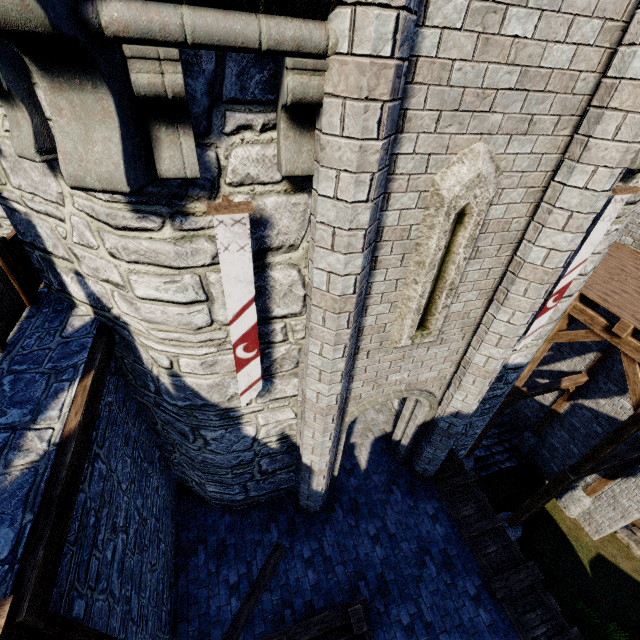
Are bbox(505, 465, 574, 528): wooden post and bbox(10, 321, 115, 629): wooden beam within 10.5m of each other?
no

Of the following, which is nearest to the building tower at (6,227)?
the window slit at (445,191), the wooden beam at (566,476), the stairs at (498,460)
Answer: the window slit at (445,191)

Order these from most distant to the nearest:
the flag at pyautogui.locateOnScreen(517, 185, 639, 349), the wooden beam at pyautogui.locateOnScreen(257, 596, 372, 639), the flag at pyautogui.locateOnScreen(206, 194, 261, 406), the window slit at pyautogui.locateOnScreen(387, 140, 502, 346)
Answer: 1. the wooden beam at pyautogui.locateOnScreen(257, 596, 372, 639)
2. the flag at pyautogui.locateOnScreen(517, 185, 639, 349)
3. the window slit at pyautogui.locateOnScreen(387, 140, 502, 346)
4. the flag at pyautogui.locateOnScreen(206, 194, 261, 406)

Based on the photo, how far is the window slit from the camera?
3.41m

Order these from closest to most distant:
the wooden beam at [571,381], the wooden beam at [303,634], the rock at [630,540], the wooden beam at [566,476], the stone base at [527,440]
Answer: the wooden beam at [303,634]
the wooden beam at [566,476]
the wooden beam at [571,381]
the rock at [630,540]
the stone base at [527,440]

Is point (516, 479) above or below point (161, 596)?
below

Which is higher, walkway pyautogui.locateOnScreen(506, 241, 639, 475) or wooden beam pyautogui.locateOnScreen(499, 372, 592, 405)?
walkway pyautogui.locateOnScreen(506, 241, 639, 475)

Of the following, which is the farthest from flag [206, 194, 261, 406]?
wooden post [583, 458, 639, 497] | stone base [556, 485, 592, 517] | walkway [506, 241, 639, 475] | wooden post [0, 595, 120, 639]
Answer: stone base [556, 485, 592, 517]
